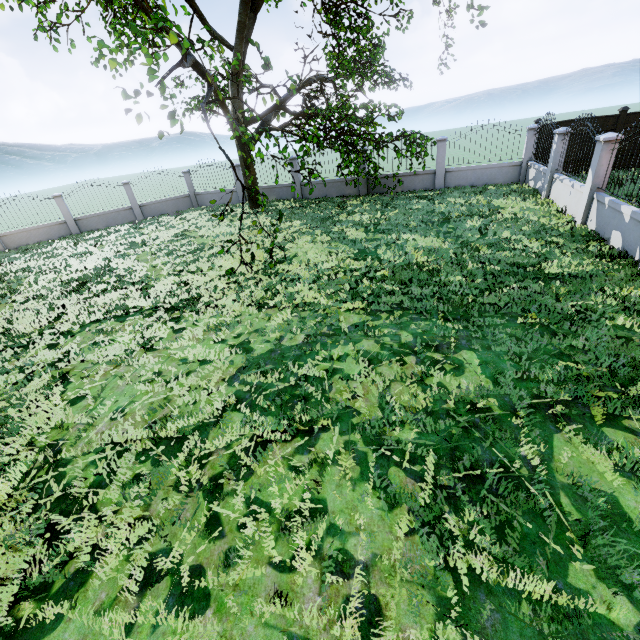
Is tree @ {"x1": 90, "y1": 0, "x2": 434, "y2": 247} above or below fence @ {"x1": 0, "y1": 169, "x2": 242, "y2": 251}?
above

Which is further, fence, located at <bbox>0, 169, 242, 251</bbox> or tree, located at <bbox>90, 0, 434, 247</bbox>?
fence, located at <bbox>0, 169, 242, 251</bbox>

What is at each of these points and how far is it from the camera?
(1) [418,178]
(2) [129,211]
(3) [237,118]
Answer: (1) fence, 16.0m
(2) fence, 19.6m
(3) tree, 10.0m

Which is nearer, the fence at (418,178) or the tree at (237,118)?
the tree at (237,118)

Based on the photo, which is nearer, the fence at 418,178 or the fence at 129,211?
the fence at 418,178

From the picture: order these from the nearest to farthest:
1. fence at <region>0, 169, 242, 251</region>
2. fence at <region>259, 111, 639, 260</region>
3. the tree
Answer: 1. the tree
2. fence at <region>259, 111, 639, 260</region>
3. fence at <region>0, 169, 242, 251</region>
